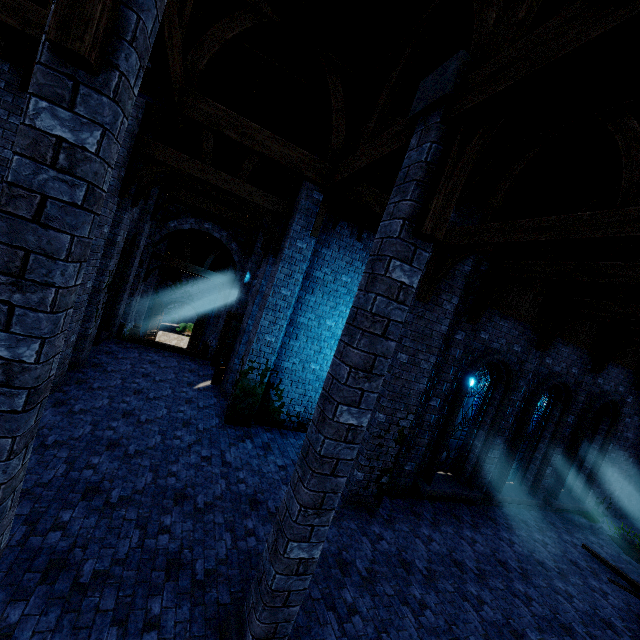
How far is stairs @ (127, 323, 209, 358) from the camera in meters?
13.8 m

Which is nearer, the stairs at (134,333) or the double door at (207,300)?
the stairs at (134,333)

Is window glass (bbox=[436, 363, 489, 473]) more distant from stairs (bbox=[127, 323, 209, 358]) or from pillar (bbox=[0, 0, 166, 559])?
stairs (bbox=[127, 323, 209, 358])

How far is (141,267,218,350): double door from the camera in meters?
24.6 m

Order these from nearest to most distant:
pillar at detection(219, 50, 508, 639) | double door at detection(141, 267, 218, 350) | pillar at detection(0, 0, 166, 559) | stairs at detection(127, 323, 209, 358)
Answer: pillar at detection(0, 0, 166, 559) → pillar at detection(219, 50, 508, 639) → stairs at detection(127, 323, 209, 358) → double door at detection(141, 267, 218, 350)

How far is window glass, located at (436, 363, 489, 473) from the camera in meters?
9.8

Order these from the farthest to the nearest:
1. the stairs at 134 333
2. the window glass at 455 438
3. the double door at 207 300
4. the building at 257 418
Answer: the double door at 207 300 → the stairs at 134 333 → the window glass at 455 438 → the building at 257 418

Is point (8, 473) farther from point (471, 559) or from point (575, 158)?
point (575, 158)
